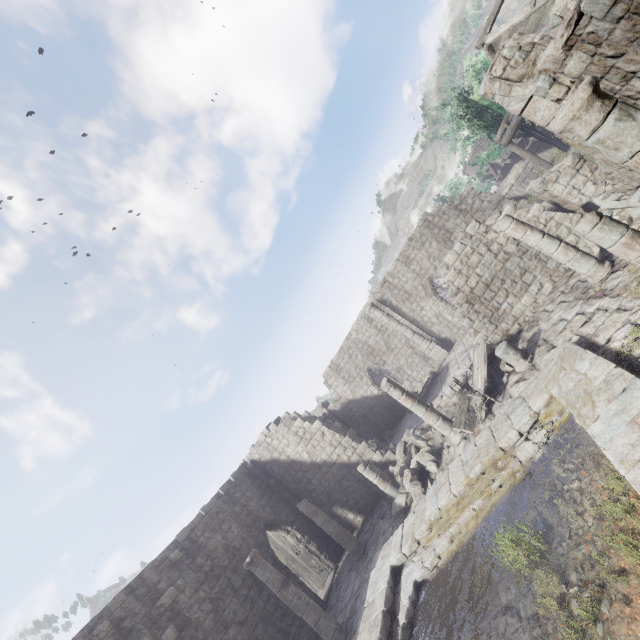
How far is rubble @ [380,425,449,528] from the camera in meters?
11.8 m

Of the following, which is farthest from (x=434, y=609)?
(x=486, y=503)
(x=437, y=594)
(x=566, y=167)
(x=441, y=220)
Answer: (x=441, y=220)

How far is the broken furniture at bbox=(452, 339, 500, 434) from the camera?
10.78m

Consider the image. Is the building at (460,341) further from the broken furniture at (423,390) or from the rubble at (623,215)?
the broken furniture at (423,390)

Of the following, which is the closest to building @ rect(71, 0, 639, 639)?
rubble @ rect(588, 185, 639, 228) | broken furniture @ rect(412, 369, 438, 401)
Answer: rubble @ rect(588, 185, 639, 228)

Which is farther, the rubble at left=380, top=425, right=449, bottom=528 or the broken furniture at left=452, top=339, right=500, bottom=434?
the rubble at left=380, top=425, right=449, bottom=528

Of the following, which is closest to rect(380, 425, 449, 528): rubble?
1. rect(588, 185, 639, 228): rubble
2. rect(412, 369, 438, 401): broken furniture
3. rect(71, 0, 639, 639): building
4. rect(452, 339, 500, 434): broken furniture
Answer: rect(71, 0, 639, 639): building

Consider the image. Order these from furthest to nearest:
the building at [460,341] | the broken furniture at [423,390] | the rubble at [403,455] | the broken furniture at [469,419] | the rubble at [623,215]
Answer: the broken furniture at [423,390] → the rubble at [403,455] → the broken furniture at [469,419] → the rubble at [623,215] → the building at [460,341]
